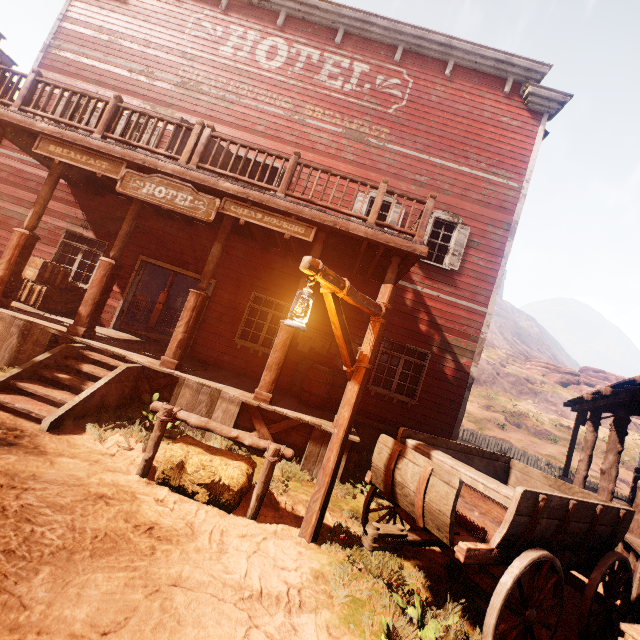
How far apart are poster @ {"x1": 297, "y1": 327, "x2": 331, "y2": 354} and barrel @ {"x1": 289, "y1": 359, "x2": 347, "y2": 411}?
0.2m

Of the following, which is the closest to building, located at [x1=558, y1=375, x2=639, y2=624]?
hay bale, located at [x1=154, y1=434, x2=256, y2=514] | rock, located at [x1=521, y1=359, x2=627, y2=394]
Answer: hay bale, located at [x1=154, y1=434, x2=256, y2=514]

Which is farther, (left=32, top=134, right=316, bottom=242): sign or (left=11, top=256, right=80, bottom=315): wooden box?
(left=11, top=256, right=80, bottom=315): wooden box

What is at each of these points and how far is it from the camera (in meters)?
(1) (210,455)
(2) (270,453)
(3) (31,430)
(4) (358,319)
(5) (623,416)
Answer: (1) hay bale, 4.23
(2) horse pole, 4.05
(3) z, 4.27
(4) building, 9.22
(5) building, 7.83

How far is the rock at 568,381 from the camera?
44.5 meters

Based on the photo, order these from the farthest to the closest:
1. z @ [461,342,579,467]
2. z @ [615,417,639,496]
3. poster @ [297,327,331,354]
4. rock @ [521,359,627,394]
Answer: rock @ [521,359,627,394] → z @ [461,342,579,467] → z @ [615,417,639,496] → poster @ [297,327,331,354]

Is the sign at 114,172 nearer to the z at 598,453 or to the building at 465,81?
the building at 465,81

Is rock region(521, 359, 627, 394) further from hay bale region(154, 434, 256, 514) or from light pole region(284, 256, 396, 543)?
hay bale region(154, 434, 256, 514)
